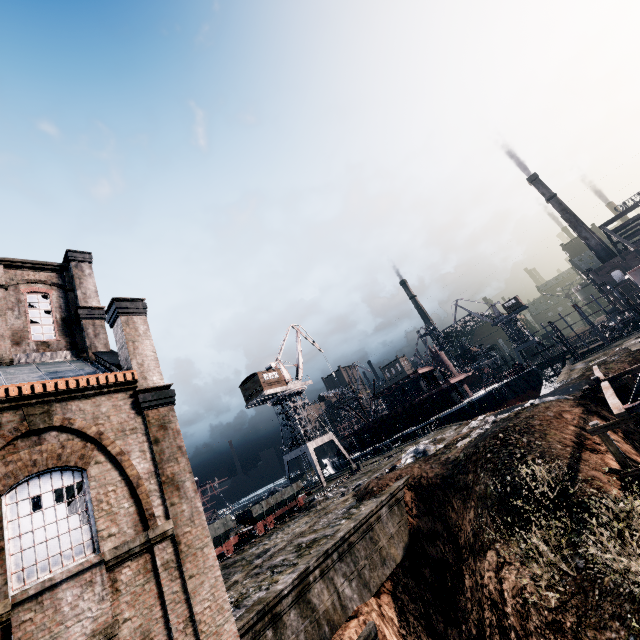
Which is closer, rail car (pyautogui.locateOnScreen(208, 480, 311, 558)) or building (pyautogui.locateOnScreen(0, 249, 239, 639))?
building (pyautogui.locateOnScreen(0, 249, 239, 639))

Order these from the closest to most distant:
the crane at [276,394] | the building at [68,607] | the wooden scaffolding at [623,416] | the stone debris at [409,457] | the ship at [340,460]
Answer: the building at [68,607] → the wooden scaffolding at [623,416] → the stone debris at [409,457] → the crane at [276,394] → the ship at [340,460]

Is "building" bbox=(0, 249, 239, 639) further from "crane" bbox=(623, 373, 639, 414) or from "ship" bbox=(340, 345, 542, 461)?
"ship" bbox=(340, 345, 542, 461)

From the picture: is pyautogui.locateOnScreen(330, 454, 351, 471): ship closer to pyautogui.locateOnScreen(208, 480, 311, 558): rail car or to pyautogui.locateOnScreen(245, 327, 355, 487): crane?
pyautogui.locateOnScreen(245, 327, 355, 487): crane

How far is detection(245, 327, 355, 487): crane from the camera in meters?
44.1 m

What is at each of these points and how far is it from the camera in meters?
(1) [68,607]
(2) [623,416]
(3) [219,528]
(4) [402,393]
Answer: (1) building, 8.6 m
(2) wooden scaffolding, 12.9 m
(3) rail car, 25.0 m
(4) ship, 51.8 m

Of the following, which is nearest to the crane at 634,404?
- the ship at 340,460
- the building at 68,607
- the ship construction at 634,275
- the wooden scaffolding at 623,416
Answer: the wooden scaffolding at 623,416

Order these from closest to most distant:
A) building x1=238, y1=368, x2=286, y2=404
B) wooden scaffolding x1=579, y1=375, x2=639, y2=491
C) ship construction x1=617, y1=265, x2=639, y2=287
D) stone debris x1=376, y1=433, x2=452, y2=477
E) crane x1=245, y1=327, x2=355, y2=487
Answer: wooden scaffolding x1=579, y1=375, x2=639, y2=491 < stone debris x1=376, y1=433, x2=452, y2=477 < ship construction x1=617, y1=265, x2=639, y2=287 < crane x1=245, y1=327, x2=355, y2=487 < building x1=238, y1=368, x2=286, y2=404
